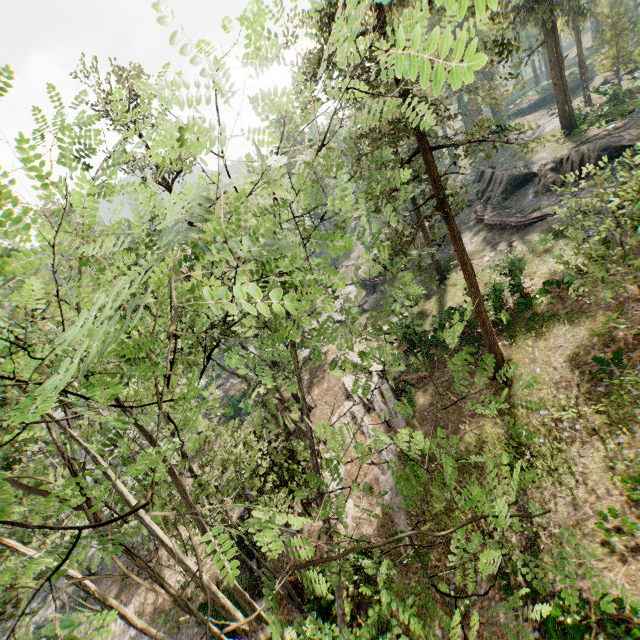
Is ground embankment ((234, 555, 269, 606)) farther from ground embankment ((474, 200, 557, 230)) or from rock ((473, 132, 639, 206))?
rock ((473, 132, 639, 206))

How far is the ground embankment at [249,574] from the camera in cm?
1661

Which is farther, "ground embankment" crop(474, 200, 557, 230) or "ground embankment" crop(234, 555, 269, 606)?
"ground embankment" crop(474, 200, 557, 230)

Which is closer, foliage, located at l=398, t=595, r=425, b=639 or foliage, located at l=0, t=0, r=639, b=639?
foliage, located at l=0, t=0, r=639, b=639

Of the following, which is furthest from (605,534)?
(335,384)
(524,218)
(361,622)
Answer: (524,218)

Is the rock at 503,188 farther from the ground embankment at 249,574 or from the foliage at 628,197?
the ground embankment at 249,574

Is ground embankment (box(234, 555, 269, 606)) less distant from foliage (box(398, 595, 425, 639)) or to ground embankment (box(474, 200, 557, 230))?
foliage (box(398, 595, 425, 639))

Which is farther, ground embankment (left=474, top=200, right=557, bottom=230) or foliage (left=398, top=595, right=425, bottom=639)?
ground embankment (left=474, top=200, right=557, bottom=230)
